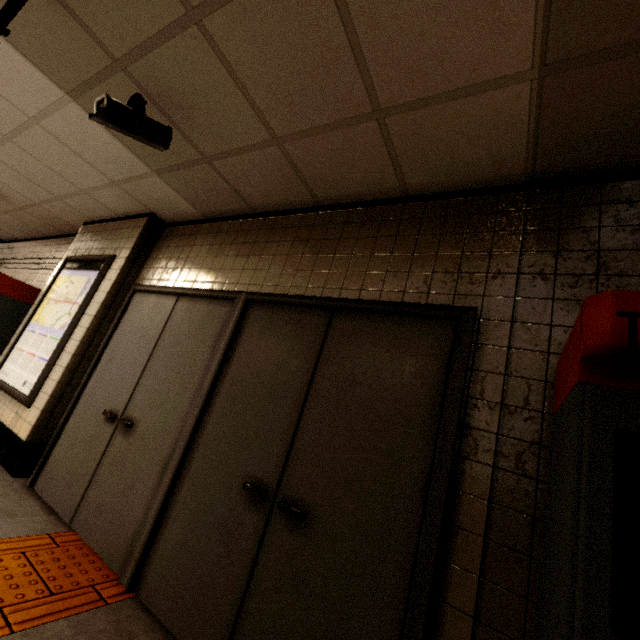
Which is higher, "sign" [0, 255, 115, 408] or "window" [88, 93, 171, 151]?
"window" [88, 93, 171, 151]

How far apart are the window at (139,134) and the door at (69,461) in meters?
1.2 m

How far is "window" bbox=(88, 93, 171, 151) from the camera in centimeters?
202cm

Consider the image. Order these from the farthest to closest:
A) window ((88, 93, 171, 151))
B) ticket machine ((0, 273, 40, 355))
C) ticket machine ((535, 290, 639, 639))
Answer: ticket machine ((0, 273, 40, 355)) < window ((88, 93, 171, 151)) < ticket machine ((535, 290, 639, 639))

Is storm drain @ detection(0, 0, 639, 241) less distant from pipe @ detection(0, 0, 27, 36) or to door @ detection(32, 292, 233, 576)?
pipe @ detection(0, 0, 27, 36)

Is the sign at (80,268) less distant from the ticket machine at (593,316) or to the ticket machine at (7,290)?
→ the ticket machine at (7,290)

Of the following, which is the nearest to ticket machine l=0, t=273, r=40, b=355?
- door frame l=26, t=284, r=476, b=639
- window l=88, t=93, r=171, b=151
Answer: door frame l=26, t=284, r=476, b=639

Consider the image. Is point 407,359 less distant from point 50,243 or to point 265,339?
point 265,339
